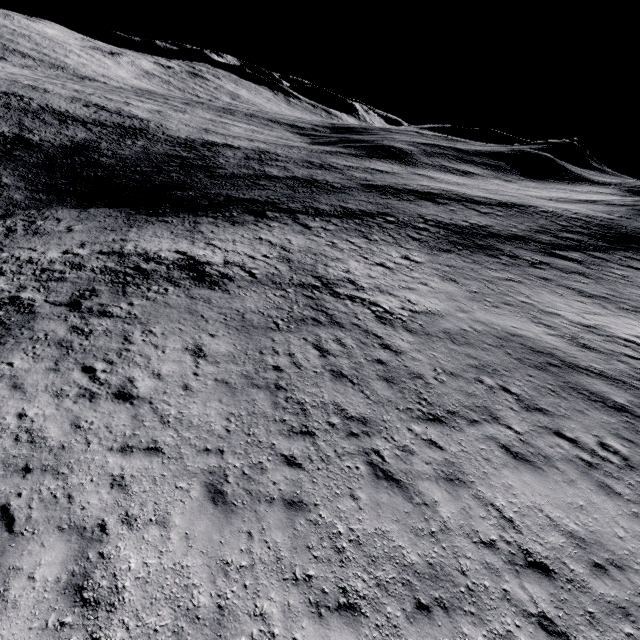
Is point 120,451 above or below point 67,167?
above
